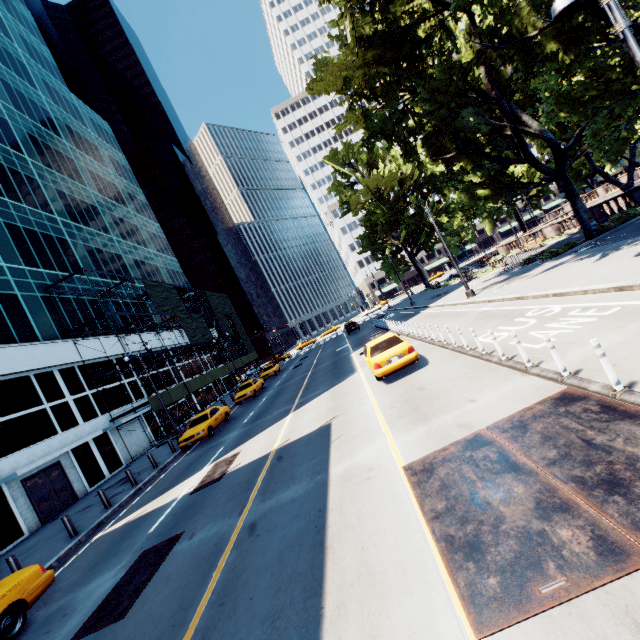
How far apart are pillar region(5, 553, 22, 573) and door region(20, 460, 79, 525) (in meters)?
9.97

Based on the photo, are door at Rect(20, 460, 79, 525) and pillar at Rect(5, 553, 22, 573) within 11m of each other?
yes

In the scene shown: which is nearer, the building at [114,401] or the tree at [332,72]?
the tree at [332,72]

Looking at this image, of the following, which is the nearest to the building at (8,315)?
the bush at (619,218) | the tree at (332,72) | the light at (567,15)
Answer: the tree at (332,72)

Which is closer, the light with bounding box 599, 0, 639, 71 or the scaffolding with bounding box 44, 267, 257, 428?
the light with bounding box 599, 0, 639, 71

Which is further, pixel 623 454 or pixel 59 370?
pixel 59 370

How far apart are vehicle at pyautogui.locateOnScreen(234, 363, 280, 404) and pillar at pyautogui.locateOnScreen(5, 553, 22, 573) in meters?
17.2

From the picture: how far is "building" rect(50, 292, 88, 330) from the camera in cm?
2667
